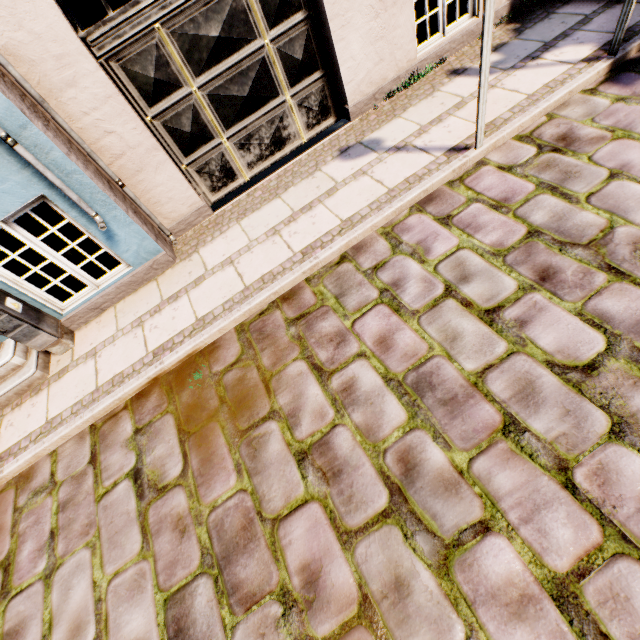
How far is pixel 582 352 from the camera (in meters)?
2.26

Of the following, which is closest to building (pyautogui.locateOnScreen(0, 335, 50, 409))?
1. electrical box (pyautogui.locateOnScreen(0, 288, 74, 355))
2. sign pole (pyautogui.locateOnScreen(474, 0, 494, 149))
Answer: electrical box (pyautogui.locateOnScreen(0, 288, 74, 355))

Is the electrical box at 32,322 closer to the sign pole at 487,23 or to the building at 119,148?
the building at 119,148

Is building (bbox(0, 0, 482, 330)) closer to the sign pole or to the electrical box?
the electrical box

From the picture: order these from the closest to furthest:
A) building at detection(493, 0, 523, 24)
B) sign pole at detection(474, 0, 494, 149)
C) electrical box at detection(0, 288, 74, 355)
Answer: sign pole at detection(474, 0, 494, 149)
electrical box at detection(0, 288, 74, 355)
building at detection(493, 0, 523, 24)
